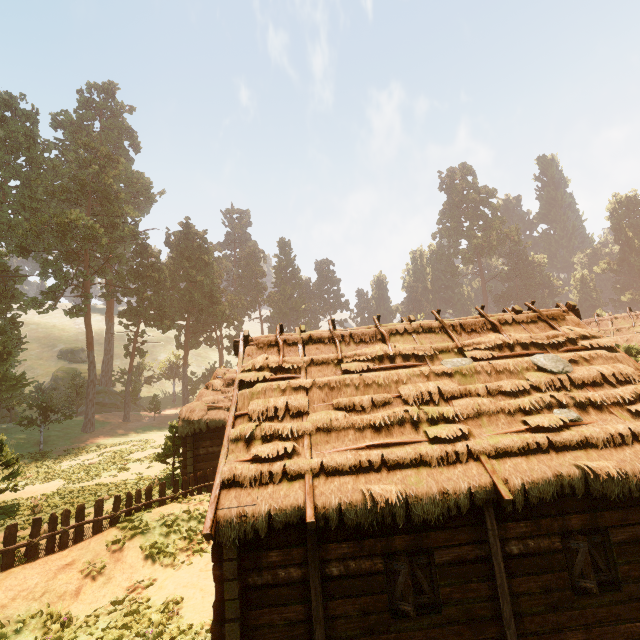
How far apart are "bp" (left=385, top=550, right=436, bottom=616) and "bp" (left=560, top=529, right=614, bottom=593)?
2.98m

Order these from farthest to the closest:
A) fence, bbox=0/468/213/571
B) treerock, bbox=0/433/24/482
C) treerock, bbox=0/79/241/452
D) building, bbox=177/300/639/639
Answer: Answer:
treerock, bbox=0/79/241/452
treerock, bbox=0/433/24/482
fence, bbox=0/468/213/571
building, bbox=177/300/639/639

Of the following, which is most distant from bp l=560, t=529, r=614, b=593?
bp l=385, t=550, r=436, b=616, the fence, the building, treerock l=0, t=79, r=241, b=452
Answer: the fence

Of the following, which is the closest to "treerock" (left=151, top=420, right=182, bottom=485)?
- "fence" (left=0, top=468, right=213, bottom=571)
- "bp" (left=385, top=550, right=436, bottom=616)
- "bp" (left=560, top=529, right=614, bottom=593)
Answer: "fence" (left=0, top=468, right=213, bottom=571)

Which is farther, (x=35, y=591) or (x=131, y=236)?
(x=131, y=236)

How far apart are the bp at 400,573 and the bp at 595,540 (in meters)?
2.98

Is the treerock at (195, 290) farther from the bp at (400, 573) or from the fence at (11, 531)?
the bp at (400, 573)

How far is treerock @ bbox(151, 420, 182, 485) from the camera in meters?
18.4 m
